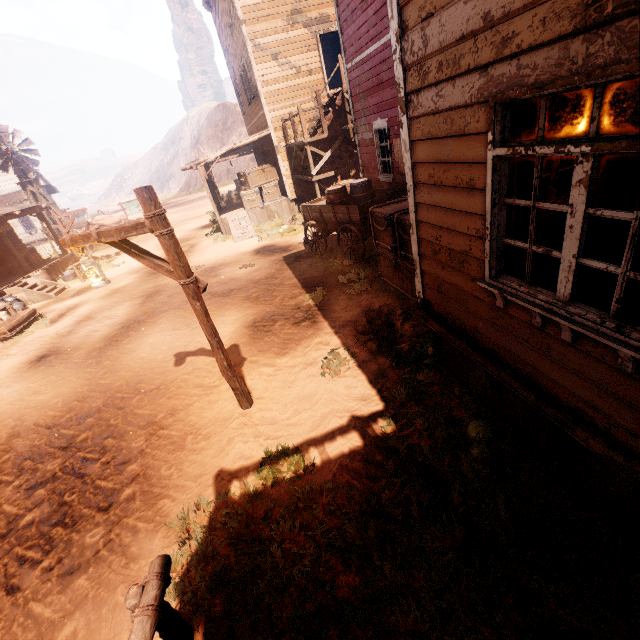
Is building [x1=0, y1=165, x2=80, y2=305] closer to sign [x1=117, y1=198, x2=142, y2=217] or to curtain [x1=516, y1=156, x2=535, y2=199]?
curtain [x1=516, y1=156, x2=535, y2=199]

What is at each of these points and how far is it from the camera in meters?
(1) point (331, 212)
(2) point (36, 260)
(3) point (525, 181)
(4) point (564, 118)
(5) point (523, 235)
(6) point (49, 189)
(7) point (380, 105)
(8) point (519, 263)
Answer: (1) carraige, 9.3
(2) wooden box, 17.0
(3) curtain, 2.5
(4) curtain, 2.1
(5) curtain, 2.7
(6) building, 37.6
(7) building, 9.2
(8) curtain, 2.8

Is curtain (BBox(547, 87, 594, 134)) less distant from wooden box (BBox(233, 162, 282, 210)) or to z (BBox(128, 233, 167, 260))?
z (BBox(128, 233, 167, 260))

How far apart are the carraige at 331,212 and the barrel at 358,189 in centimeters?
2cm

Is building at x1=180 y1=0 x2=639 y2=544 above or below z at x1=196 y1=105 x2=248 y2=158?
below

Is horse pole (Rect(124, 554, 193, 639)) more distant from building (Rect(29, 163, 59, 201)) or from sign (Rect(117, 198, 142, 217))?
sign (Rect(117, 198, 142, 217))

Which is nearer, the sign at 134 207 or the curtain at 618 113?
the curtain at 618 113

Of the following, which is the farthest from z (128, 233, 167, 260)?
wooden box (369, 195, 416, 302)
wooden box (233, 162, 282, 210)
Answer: wooden box (233, 162, 282, 210)
